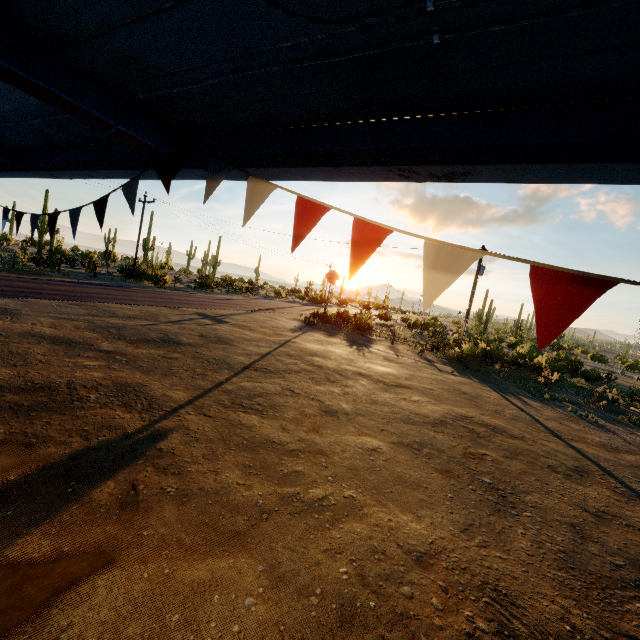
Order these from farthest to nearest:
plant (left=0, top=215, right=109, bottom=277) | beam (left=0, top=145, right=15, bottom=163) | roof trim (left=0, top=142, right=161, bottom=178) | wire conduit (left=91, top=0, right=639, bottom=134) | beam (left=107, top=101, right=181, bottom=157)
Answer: plant (left=0, top=215, right=109, bottom=277) < beam (left=0, top=145, right=15, bottom=163) < roof trim (left=0, top=142, right=161, bottom=178) < beam (left=107, top=101, right=181, bottom=157) < wire conduit (left=91, top=0, right=639, bottom=134)

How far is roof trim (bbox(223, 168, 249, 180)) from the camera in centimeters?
257cm

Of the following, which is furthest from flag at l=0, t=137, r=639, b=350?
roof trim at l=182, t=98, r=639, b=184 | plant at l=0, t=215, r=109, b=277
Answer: plant at l=0, t=215, r=109, b=277

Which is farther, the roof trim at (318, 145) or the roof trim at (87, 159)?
the roof trim at (87, 159)

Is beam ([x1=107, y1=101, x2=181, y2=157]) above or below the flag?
above

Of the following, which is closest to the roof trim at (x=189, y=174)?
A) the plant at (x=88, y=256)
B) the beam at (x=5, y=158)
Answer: the beam at (x=5, y=158)

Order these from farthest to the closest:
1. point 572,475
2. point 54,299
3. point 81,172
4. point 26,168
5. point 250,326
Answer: point 250,326 → point 54,299 → point 572,475 → point 26,168 → point 81,172

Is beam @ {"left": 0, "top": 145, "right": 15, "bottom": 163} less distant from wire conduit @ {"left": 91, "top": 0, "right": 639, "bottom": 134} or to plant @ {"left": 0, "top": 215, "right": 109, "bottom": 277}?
wire conduit @ {"left": 91, "top": 0, "right": 639, "bottom": 134}
